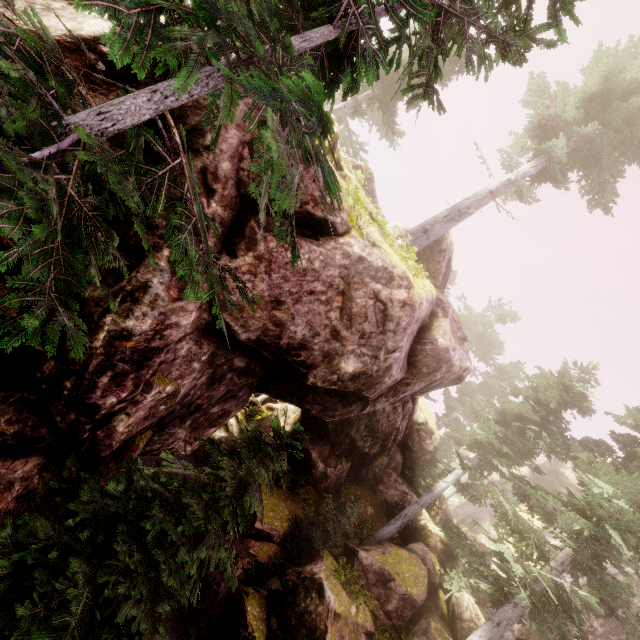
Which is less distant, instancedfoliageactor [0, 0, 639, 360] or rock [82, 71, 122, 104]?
instancedfoliageactor [0, 0, 639, 360]

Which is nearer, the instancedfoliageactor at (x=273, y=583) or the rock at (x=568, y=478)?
the instancedfoliageactor at (x=273, y=583)

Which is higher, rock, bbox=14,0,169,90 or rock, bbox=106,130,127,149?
rock, bbox=14,0,169,90

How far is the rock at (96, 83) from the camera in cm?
419

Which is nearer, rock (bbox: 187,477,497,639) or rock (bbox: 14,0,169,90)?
rock (bbox: 14,0,169,90)

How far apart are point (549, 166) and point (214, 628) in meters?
23.8 m

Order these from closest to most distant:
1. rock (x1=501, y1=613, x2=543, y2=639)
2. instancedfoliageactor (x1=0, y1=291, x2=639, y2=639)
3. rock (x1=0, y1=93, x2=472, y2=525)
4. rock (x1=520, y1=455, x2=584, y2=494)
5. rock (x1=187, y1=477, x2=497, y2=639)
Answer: instancedfoliageactor (x1=0, y1=291, x2=639, y2=639) < rock (x1=0, y1=93, x2=472, y2=525) < rock (x1=187, y1=477, x2=497, y2=639) < rock (x1=501, y1=613, x2=543, y2=639) < rock (x1=520, y1=455, x2=584, y2=494)
